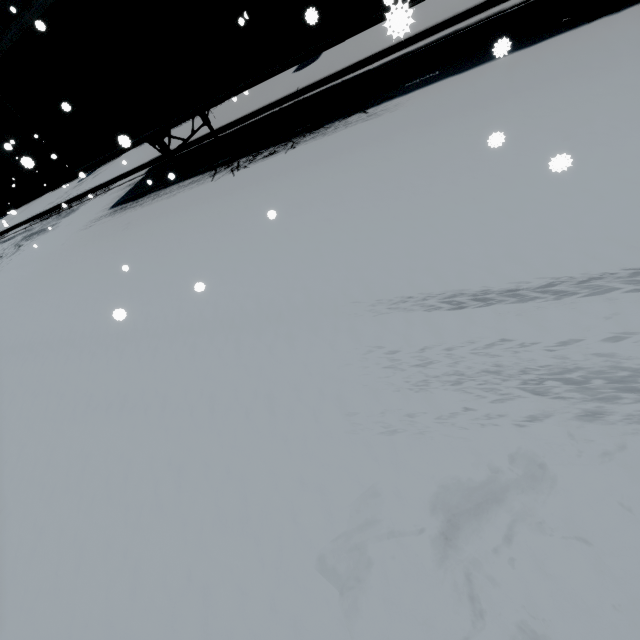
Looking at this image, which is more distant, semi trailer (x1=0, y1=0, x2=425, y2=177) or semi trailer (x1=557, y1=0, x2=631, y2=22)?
semi trailer (x1=0, y1=0, x2=425, y2=177)

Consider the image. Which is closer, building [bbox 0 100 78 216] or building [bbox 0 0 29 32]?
building [bbox 0 0 29 32]

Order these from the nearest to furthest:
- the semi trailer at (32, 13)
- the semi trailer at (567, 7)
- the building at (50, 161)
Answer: the semi trailer at (567, 7), the semi trailer at (32, 13), the building at (50, 161)

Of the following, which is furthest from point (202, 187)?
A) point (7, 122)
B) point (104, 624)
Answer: point (7, 122)

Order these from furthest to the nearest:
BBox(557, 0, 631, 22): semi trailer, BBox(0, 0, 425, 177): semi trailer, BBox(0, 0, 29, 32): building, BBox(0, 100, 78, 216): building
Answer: BBox(0, 100, 78, 216): building, BBox(0, 0, 29, 32): building, BBox(0, 0, 425, 177): semi trailer, BBox(557, 0, 631, 22): semi trailer

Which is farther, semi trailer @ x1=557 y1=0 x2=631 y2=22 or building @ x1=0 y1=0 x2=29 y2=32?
building @ x1=0 y1=0 x2=29 y2=32

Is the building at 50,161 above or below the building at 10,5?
below
